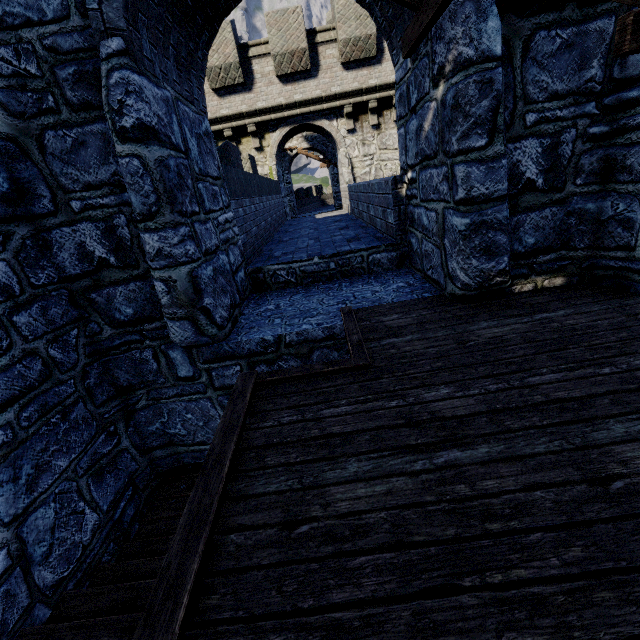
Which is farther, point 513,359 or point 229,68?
point 229,68
